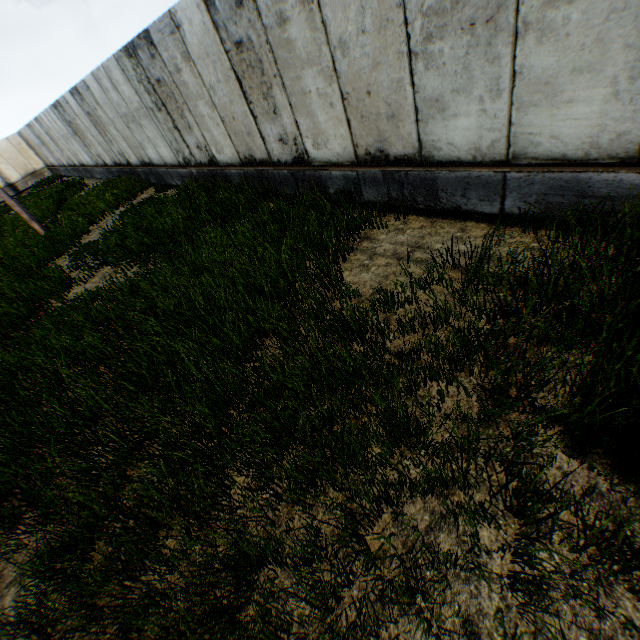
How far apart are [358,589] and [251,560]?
0.8m
